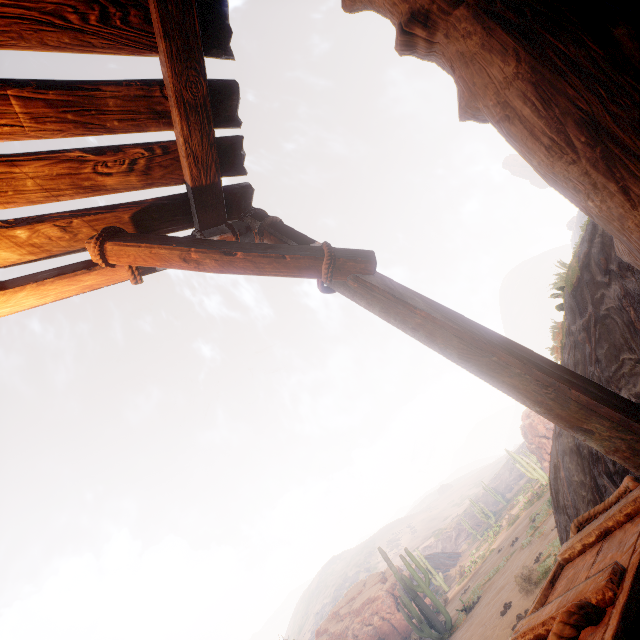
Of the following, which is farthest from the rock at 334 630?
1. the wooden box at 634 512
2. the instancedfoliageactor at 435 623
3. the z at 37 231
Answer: the wooden box at 634 512

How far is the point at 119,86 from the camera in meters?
2.2 m

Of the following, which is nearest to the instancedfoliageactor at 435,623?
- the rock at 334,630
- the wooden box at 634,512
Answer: the wooden box at 634,512

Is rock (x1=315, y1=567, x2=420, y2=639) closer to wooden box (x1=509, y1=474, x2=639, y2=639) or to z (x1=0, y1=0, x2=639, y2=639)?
z (x1=0, y1=0, x2=639, y2=639)

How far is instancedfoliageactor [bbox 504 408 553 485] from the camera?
23.6 meters

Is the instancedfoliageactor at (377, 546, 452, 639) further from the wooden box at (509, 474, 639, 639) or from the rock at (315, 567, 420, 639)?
the rock at (315, 567, 420, 639)

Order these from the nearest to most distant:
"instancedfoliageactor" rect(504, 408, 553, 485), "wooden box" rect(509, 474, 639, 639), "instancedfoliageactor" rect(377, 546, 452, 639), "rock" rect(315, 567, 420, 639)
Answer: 1. "wooden box" rect(509, 474, 639, 639)
2. "instancedfoliageactor" rect(377, 546, 452, 639)
3. "rock" rect(315, 567, 420, 639)
4. "instancedfoliageactor" rect(504, 408, 553, 485)

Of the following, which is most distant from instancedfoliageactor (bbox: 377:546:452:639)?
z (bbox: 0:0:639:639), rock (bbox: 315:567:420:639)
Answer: rock (bbox: 315:567:420:639)
